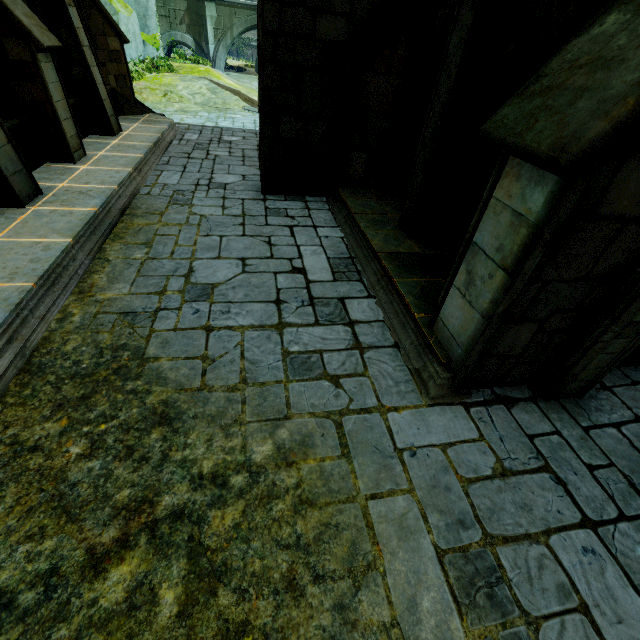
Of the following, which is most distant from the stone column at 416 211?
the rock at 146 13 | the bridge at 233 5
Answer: the bridge at 233 5

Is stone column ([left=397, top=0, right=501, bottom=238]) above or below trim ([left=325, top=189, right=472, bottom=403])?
above

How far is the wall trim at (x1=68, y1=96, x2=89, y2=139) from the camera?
8.0 meters

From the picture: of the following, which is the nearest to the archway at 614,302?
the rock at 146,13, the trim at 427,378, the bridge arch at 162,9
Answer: the trim at 427,378

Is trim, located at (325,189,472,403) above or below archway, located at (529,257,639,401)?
below

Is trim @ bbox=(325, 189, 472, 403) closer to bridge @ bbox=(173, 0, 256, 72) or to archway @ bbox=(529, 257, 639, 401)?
archway @ bbox=(529, 257, 639, 401)

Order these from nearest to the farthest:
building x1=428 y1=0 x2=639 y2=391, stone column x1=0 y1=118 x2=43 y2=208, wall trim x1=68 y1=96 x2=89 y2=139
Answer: building x1=428 y1=0 x2=639 y2=391
stone column x1=0 y1=118 x2=43 y2=208
wall trim x1=68 y1=96 x2=89 y2=139

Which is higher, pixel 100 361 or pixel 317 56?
pixel 317 56
